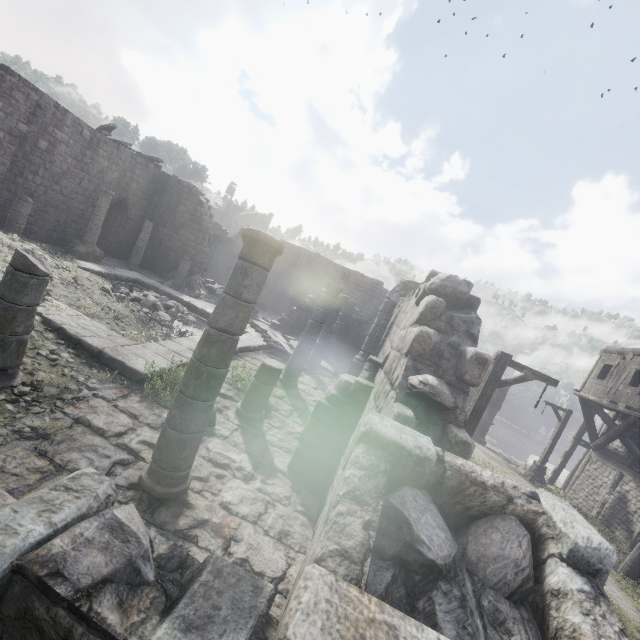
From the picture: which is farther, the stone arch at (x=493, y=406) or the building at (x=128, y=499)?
the stone arch at (x=493, y=406)

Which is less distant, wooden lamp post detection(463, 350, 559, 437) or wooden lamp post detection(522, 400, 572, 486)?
wooden lamp post detection(463, 350, 559, 437)

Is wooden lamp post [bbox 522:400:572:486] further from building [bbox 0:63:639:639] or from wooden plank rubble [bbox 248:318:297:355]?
wooden plank rubble [bbox 248:318:297:355]

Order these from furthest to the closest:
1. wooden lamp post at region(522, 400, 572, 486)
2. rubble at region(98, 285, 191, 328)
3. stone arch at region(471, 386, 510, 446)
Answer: stone arch at region(471, 386, 510, 446), wooden lamp post at region(522, 400, 572, 486), rubble at region(98, 285, 191, 328)

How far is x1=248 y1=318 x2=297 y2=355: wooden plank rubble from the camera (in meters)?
14.66

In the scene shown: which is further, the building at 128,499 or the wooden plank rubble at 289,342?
the wooden plank rubble at 289,342

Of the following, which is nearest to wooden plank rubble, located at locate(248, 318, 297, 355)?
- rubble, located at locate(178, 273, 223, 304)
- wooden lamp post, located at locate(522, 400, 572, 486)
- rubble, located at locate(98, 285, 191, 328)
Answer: rubble, located at locate(98, 285, 191, 328)

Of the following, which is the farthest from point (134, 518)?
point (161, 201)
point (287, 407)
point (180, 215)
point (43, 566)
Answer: point (161, 201)
